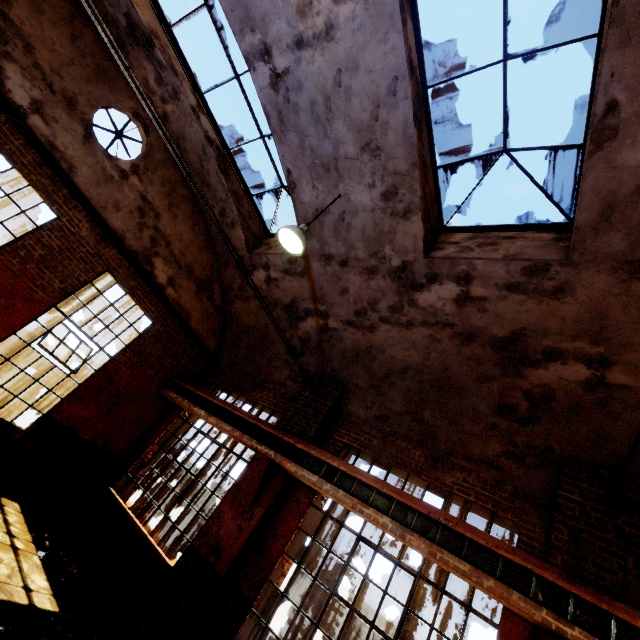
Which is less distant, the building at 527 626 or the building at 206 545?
the building at 527 626

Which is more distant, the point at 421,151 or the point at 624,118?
the point at 421,151

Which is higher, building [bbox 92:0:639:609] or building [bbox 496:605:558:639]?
building [bbox 92:0:639:609]

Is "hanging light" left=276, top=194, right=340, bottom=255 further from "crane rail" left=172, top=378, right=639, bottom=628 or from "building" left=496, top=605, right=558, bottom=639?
"crane rail" left=172, top=378, right=639, bottom=628

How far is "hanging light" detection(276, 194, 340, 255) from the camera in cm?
520

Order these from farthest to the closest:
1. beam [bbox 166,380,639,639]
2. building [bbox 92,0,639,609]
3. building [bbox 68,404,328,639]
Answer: building [bbox 68,404,328,639] < building [bbox 92,0,639,609] < beam [bbox 166,380,639,639]

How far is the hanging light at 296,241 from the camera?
5.2 meters
